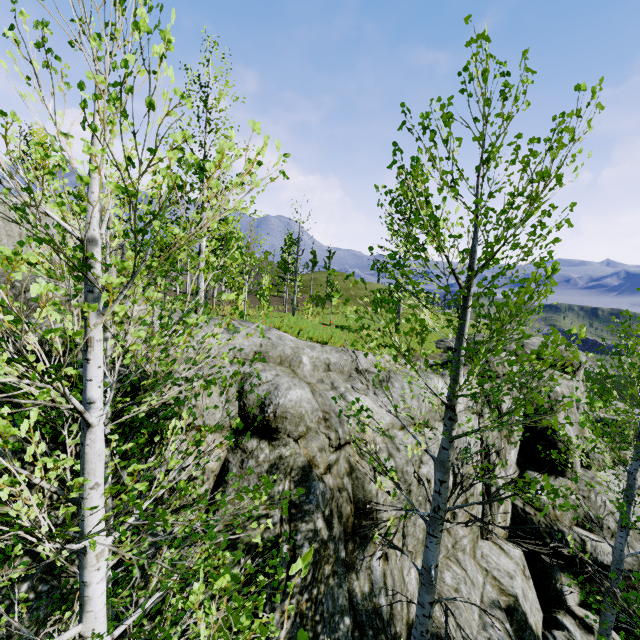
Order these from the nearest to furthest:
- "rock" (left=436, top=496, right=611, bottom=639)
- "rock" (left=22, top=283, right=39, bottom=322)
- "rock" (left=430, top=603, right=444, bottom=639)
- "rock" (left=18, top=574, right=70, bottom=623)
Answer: "rock" (left=18, top=574, right=70, bottom=623) → "rock" (left=22, top=283, right=39, bottom=322) → "rock" (left=430, top=603, right=444, bottom=639) → "rock" (left=436, top=496, right=611, bottom=639)

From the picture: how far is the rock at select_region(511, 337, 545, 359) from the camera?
15.8m

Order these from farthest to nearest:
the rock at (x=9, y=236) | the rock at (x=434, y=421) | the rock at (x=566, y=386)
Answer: the rock at (x=9, y=236) < the rock at (x=566, y=386) < the rock at (x=434, y=421)

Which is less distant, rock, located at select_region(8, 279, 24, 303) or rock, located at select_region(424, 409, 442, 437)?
rock, located at select_region(8, 279, 24, 303)

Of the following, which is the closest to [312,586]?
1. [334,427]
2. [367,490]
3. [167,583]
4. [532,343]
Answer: [367,490]

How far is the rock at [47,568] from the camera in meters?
3.7
